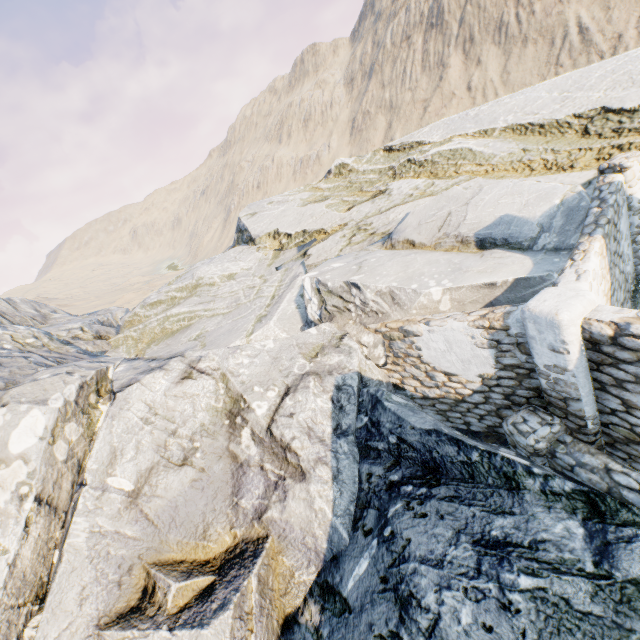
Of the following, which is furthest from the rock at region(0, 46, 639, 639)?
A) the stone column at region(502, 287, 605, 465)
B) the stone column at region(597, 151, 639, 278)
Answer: the stone column at region(597, 151, 639, 278)

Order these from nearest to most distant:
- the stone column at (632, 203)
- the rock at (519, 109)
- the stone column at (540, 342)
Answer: the rock at (519, 109), the stone column at (540, 342), the stone column at (632, 203)

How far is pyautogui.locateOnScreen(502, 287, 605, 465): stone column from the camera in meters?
4.4

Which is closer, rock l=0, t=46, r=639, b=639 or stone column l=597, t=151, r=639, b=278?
rock l=0, t=46, r=639, b=639

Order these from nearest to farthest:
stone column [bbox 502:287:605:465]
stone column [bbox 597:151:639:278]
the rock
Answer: the rock → stone column [bbox 502:287:605:465] → stone column [bbox 597:151:639:278]

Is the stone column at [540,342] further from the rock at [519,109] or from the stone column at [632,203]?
the stone column at [632,203]

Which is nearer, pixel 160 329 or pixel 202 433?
pixel 202 433

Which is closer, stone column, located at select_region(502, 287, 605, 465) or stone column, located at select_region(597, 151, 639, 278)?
stone column, located at select_region(502, 287, 605, 465)
